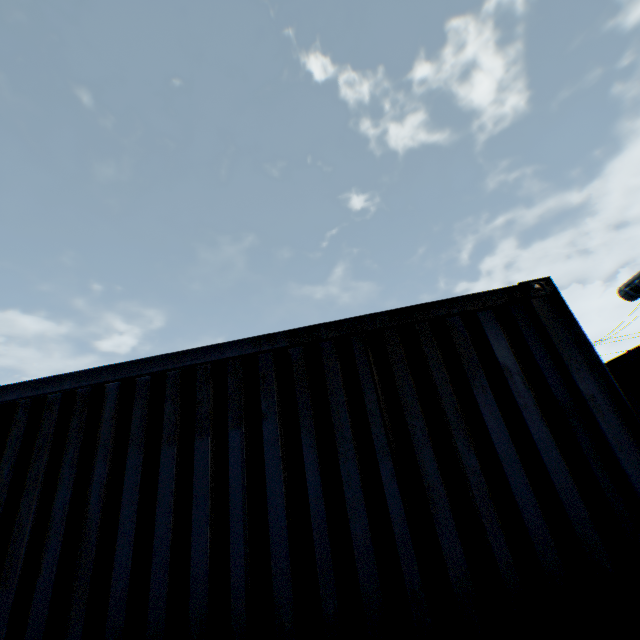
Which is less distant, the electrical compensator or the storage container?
the storage container

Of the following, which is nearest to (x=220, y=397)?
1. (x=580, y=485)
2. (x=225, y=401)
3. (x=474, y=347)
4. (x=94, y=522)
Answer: (x=225, y=401)

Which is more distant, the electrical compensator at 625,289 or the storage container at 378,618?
the electrical compensator at 625,289

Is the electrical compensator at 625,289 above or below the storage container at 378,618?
above

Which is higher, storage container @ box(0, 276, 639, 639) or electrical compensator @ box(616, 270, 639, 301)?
electrical compensator @ box(616, 270, 639, 301)
